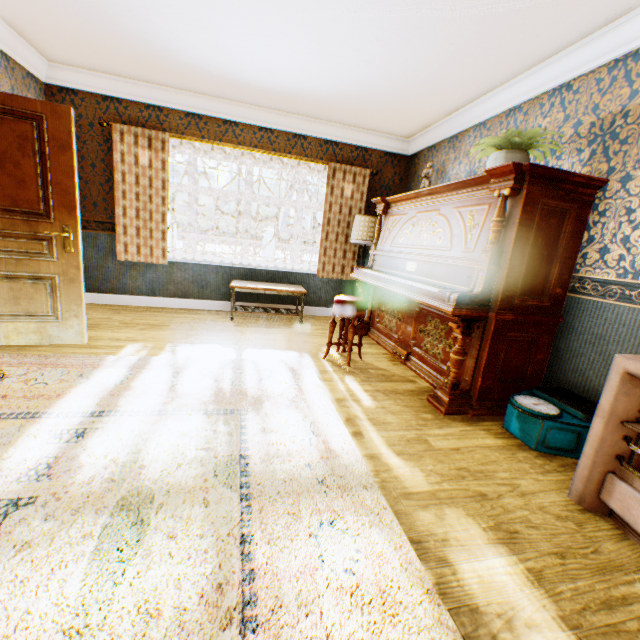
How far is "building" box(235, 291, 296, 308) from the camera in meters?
5.6 m

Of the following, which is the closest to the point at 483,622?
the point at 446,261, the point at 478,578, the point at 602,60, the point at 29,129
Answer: the point at 478,578

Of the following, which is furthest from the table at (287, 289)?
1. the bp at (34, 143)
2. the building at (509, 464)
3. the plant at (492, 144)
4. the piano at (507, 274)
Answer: the plant at (492, 144)

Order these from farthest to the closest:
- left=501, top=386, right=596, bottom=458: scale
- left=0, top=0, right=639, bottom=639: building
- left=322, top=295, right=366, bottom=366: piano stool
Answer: left=322, top=295, right=366, bottom=366: piano stool < left=501, top=386, right=596, bottom=458: scale < left=0, top=0, right=639, bottom=639: building

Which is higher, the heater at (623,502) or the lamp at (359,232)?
the lamp at (359,232)

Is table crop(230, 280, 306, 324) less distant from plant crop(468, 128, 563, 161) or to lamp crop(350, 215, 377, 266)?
lamp crop(350, 215, 377, 266)

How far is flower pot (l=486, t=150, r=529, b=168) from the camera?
2.8 meters

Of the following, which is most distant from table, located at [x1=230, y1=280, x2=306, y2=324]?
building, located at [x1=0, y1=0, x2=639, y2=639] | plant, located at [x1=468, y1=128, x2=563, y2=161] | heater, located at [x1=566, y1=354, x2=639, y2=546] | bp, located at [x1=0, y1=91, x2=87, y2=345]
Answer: heater, located at [x1=566, y1=354, x2=639, y2=546]
